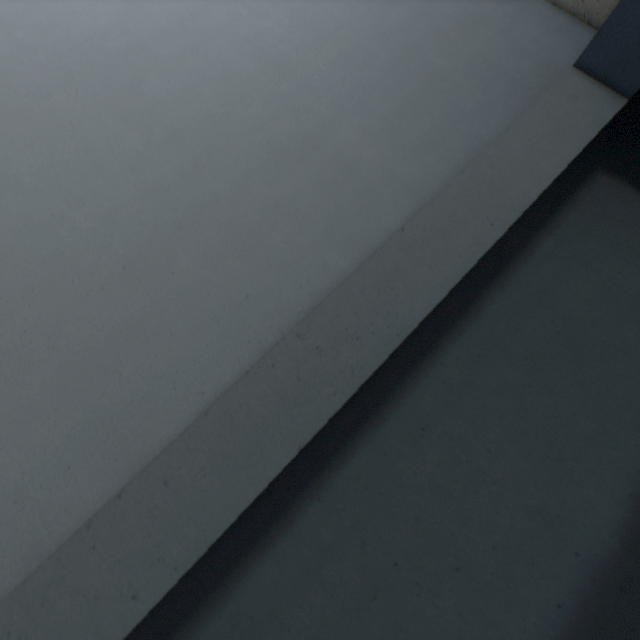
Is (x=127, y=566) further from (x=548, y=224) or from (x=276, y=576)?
(x=548, y=224)
